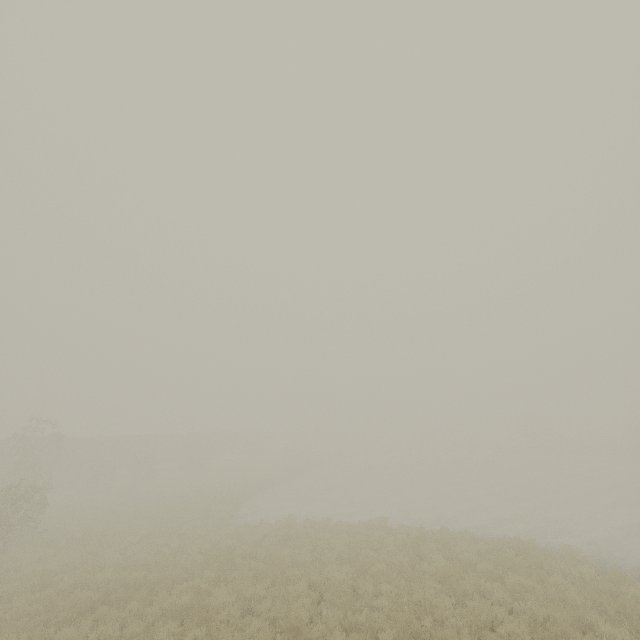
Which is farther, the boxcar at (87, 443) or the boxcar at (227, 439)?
the boxcar at (227, 439)

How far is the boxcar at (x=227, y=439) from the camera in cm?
5419

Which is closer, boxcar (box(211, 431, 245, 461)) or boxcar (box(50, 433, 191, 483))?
boxcar (box(50, 433, 191, 483))

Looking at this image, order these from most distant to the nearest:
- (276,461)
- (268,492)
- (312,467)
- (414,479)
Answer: (276,461)
(312,467)
(414,479)
(268,492)

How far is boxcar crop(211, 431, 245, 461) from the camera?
54.2m
